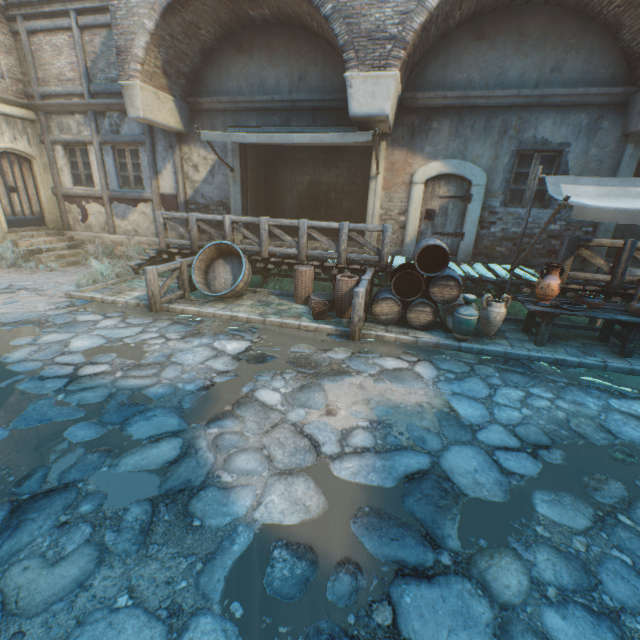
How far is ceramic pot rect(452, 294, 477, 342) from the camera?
5.8m

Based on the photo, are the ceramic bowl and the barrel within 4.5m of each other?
yes

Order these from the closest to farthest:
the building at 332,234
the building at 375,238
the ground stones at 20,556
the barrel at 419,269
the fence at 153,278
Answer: the ground stones at 20,556 < the barrel at 419,269 < the fence at 153,278 < the building at 375,238 < the building at 332,234

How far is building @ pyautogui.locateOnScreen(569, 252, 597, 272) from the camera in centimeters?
824cm

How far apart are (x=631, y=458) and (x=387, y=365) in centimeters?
292cm

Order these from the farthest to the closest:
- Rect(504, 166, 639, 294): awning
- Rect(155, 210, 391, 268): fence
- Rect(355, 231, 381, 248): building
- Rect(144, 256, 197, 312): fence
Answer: Rect(355, 231, 381, 248): building → Rect(155, 210, 391, 268): fence → Rect(144, 256, 197, 312): fence → Rect(504, 166, 639, 294): awning

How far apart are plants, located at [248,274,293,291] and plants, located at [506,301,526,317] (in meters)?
4.89

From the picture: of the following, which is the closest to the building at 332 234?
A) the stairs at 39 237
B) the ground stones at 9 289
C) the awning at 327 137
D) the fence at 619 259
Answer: the awning at 327 137
